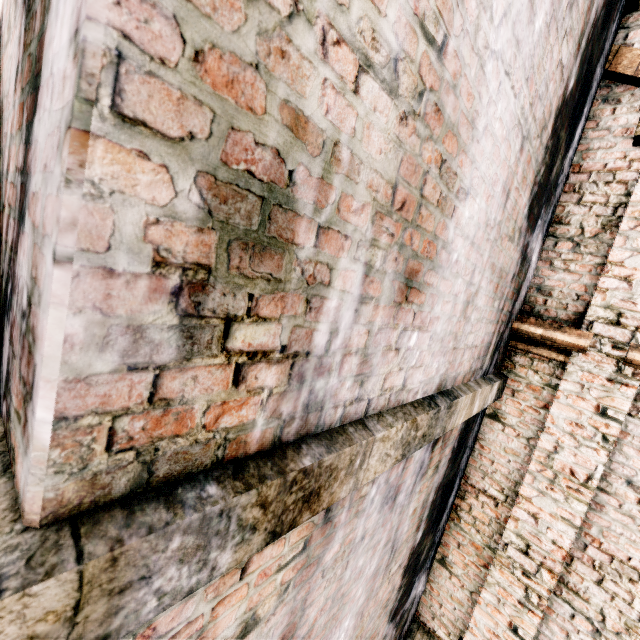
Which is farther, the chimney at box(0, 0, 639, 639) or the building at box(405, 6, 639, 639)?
the building at box(405, 6, 639, 639)

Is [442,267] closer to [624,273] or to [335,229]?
[335,229]

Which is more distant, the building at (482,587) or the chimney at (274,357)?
the building at (482,587)
